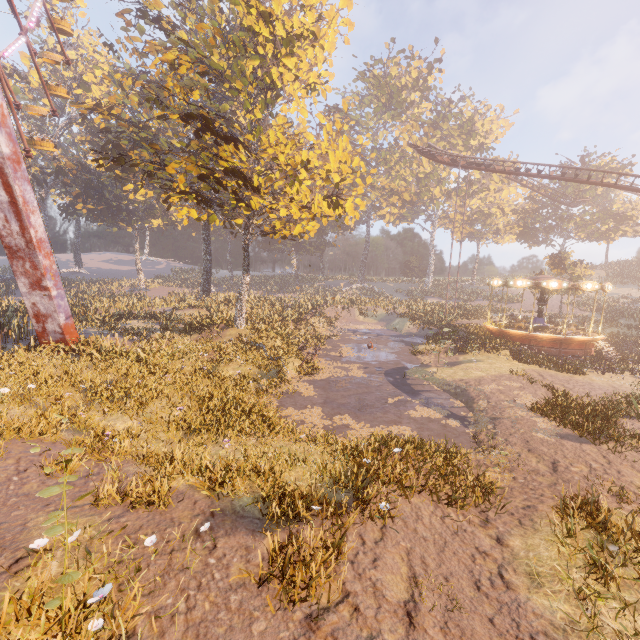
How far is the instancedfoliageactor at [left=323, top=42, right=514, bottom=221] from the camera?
51.2 meters

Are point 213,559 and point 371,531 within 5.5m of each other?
yes

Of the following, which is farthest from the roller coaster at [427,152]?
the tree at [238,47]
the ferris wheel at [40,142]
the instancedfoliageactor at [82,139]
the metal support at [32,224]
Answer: the metal support at [32,224]

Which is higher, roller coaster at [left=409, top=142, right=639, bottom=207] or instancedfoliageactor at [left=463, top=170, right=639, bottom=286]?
roller coaster at [left=409, top=142, right=639, bottom=207]

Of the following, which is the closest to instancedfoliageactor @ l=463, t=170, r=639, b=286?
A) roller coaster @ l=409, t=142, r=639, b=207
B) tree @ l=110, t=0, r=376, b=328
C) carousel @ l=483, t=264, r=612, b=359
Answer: carousel @ l=483, t=264, r=612, b=359

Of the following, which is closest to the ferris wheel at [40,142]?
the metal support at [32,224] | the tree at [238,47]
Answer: the metal support at [32,224]

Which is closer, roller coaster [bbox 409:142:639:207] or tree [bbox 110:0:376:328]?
tree [bbox 110:0:376:328]

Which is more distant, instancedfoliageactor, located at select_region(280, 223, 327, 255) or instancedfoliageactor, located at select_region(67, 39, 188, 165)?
instancedfoliageactor, located at select_region(280, 223, 327, 255)
